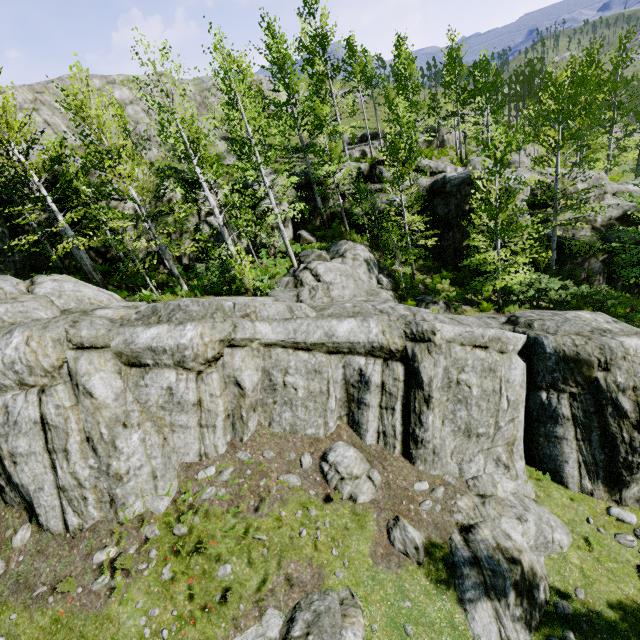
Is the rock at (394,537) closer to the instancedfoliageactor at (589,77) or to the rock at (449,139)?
the instancedfoliageactor at (589,77)

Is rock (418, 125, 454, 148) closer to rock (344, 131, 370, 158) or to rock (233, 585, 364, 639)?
rock (344, 131, 370, 158)

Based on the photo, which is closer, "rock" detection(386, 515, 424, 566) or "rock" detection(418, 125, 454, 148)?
"rock" detection(386, 515, 424, 566)

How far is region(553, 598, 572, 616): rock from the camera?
9.1m

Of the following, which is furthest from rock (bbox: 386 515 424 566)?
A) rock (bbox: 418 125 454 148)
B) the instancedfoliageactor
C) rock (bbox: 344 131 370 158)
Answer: rock (bbox: 418 125 454 148)

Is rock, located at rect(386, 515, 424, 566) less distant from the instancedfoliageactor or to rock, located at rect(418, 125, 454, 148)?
the instancedfoliageactor

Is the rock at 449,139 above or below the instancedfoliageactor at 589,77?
above

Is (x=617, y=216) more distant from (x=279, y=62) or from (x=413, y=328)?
(x=279, y=62)
